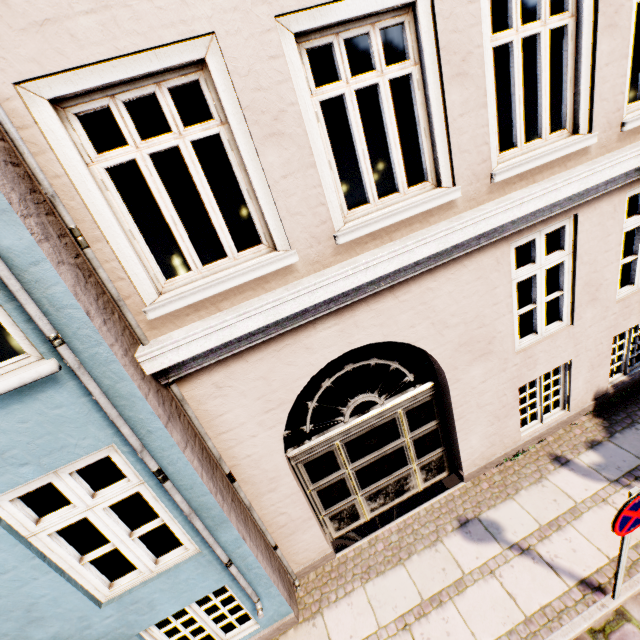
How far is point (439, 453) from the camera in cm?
542
